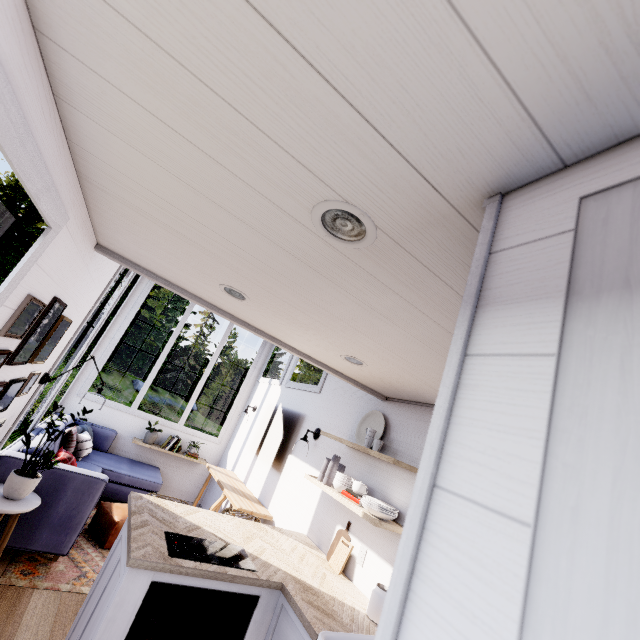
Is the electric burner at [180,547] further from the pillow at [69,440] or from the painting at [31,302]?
the pillow at [69,440]

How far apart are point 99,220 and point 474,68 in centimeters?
191cm

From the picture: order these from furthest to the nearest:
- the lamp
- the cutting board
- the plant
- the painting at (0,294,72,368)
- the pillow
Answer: the plant
the pillow
the cutting board
the painting at (0,294,72,368)
the lamp

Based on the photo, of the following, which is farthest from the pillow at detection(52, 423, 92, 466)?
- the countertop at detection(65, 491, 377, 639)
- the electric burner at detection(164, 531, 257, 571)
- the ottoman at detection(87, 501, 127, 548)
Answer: the electric burner at detection(164, 531, 257, 571)

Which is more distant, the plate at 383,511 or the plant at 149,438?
the plant at 149,438

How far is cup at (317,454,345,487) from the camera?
3.03m

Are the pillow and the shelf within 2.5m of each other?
no

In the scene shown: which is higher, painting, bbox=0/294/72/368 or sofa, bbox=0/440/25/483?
painting, bbox=0/294/72/368
